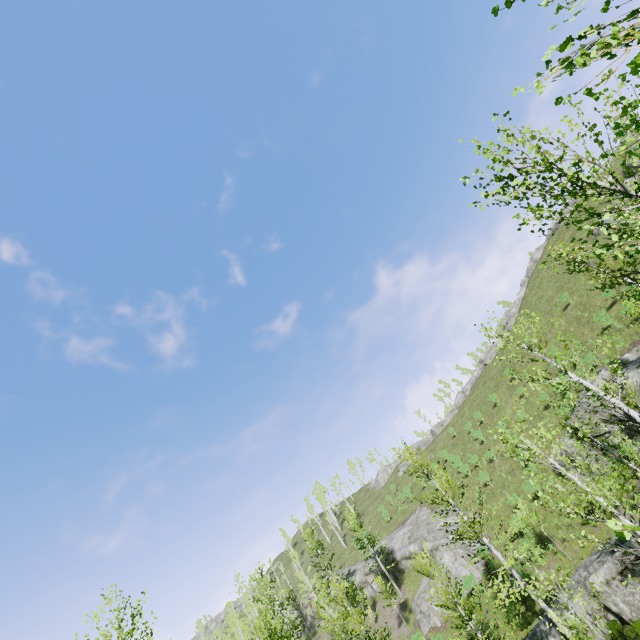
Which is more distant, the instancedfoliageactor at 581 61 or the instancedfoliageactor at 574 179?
the instancedfoliageactor at 574 179

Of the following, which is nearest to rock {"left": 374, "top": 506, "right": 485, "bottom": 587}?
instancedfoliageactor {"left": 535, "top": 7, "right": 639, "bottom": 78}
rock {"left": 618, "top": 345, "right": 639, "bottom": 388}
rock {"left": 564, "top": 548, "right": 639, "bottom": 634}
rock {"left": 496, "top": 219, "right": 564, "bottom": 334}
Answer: instancedfoliageactor {"left": 535, "top": 7, "right": 639, "bottom": 78}

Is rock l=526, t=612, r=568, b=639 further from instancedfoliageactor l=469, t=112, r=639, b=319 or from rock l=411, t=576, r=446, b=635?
rock l=411, t=576, r=446, b=635

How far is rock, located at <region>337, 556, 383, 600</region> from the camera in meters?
36.4 m

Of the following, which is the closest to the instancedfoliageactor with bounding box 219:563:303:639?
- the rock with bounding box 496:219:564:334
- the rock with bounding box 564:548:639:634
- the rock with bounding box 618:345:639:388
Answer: the rock with bounding box 564:548:639:634

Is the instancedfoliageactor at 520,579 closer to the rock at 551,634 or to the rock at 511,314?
the rock at 551,634

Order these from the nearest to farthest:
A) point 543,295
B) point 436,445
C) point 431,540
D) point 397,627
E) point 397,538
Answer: point 397,627 → point 431,540 → point 397,538 → point 543,295 → point 436,445
